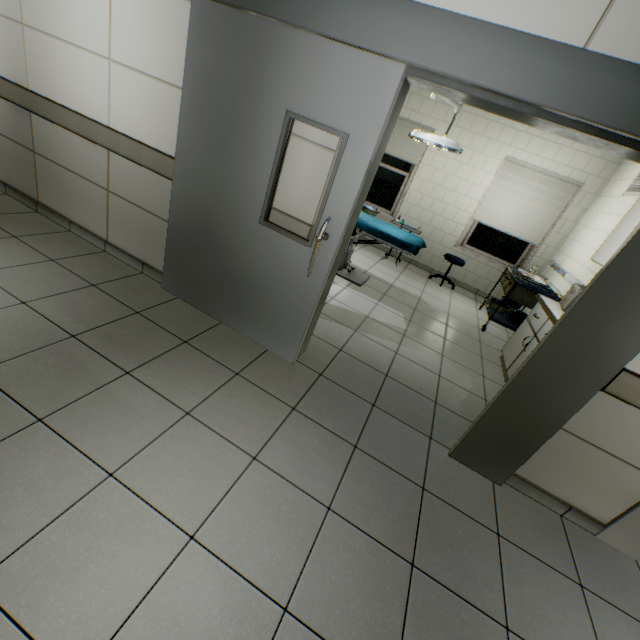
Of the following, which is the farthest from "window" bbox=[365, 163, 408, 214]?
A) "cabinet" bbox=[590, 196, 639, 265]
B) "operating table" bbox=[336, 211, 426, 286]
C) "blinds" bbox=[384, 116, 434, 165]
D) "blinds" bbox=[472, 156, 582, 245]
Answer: "cabinet" bbox=[590, 196, 639, 265]

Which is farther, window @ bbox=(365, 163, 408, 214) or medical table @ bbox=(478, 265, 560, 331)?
window @ bbox=(365, 163, 408, 214)

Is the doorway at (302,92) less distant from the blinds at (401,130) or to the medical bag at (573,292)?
the medical bag at (573,292)

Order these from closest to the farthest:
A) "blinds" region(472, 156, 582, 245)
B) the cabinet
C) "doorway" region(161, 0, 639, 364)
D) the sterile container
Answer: "doorway" region(161, 0, 639, 364) < the cabinet < the sterile container < "blinds" region(472, 156, 582, 245)

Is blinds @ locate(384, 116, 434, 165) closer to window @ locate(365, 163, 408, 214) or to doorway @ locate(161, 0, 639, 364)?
window @ locate(365, 163, 408, 214)

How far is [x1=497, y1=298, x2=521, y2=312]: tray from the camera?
5.07m

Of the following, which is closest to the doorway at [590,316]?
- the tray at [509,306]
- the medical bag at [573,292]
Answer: the medical bag at [573,292]

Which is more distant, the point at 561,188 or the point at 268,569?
the point at 561,188
